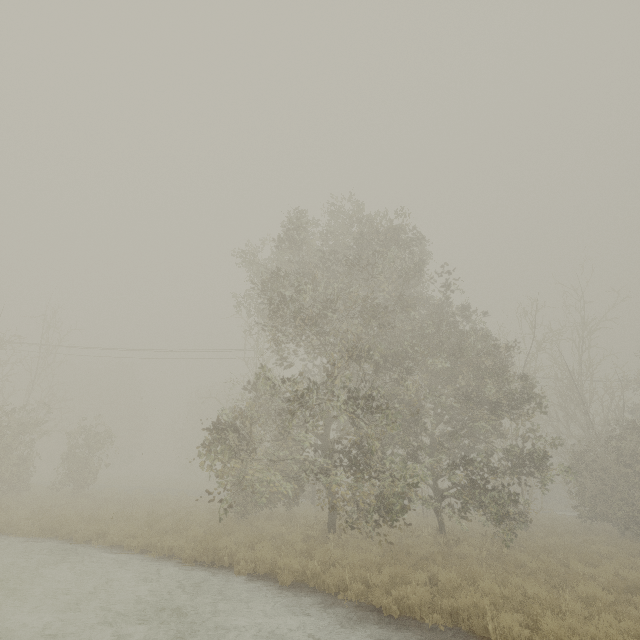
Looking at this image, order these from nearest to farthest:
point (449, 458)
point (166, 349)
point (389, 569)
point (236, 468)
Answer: point (389, 569) → point (236, 468) → point (449, 458) → point (166, 349)
